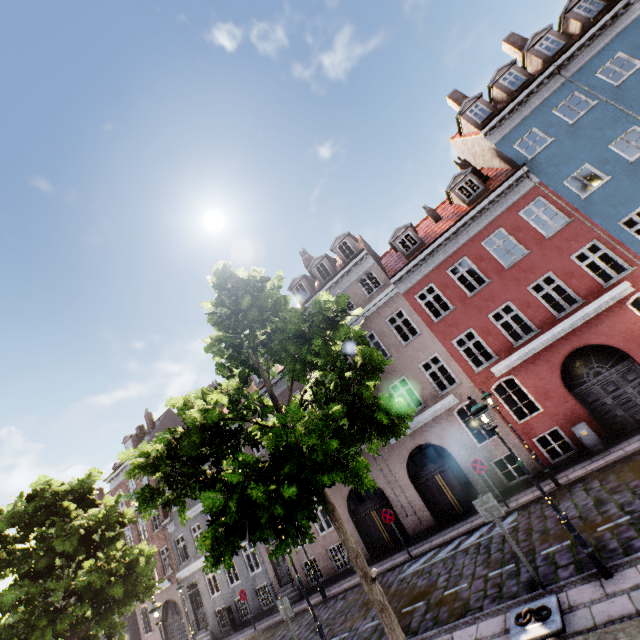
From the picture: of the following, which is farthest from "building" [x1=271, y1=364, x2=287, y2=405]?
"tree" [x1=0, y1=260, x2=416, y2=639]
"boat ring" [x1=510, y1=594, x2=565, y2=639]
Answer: "boat ring" [x1=510, y1=594, x2=565, y2=639]

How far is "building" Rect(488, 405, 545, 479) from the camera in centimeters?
1321cm

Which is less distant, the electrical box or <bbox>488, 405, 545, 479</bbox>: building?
the electrical box

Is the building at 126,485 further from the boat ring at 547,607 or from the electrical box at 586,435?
the boat ring at 547,607

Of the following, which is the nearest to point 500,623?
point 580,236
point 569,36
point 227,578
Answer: point 580,236

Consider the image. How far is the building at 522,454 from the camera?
13.2m

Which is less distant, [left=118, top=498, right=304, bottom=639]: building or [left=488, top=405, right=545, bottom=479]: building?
[left=488, top=405, right=545, bottom=479]: building

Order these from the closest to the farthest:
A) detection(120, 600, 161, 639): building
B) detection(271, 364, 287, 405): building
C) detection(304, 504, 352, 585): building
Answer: detection(304, 504, 352, 585): building < detection(271, 364, 287, 405): building < detection(120, 600, 161, 639): building
